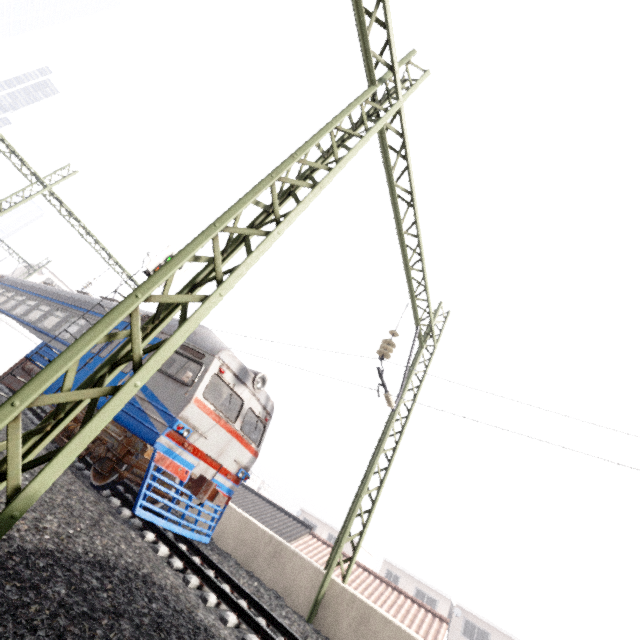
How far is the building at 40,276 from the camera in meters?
41.7

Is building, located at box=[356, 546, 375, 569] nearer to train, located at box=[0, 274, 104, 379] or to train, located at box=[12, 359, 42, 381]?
train, located at box=[0, 274, 104, 379]

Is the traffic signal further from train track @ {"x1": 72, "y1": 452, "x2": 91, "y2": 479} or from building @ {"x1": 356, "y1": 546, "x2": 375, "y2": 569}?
building @ {"x1": 356, "y1": 546, "x2": 375, "y2": 569}

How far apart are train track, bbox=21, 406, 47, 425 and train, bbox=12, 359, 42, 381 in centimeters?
127cm

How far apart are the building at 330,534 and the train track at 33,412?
38.9 meters

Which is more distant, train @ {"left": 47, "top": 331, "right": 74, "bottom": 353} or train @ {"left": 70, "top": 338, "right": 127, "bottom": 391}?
train @ {"left": 47, "top": 331, "right": 74, "bottom": 353}

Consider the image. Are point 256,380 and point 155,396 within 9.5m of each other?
yes

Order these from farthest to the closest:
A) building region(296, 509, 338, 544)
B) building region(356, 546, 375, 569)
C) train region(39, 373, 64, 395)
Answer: building region(296, 509, 338, 544), building region(356, 546, 375, 569), train region(39, 373, 64, 395)
